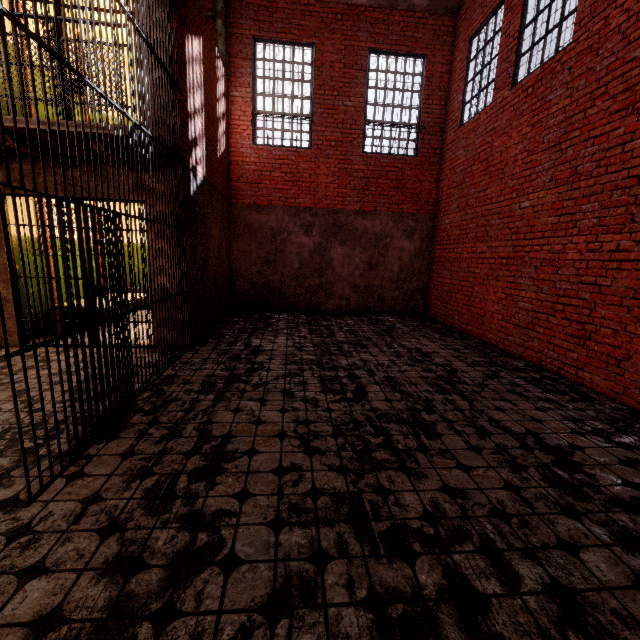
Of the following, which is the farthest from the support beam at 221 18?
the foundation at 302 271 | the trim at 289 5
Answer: the foundation at 302 271

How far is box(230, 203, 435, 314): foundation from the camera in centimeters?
907cm

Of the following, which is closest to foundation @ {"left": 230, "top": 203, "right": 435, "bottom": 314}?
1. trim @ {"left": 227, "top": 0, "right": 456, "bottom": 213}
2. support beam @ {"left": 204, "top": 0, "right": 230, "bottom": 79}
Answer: trim @ {"left": 227, "top": 0, "right": 456, "bottom": 213}

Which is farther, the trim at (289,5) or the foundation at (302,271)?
the foundation at (302,271)

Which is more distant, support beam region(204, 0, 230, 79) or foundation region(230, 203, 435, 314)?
foundation region(230, 203, 435, 314)

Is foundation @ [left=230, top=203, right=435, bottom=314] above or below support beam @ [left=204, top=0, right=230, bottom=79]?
below

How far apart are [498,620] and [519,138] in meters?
7.2 m
